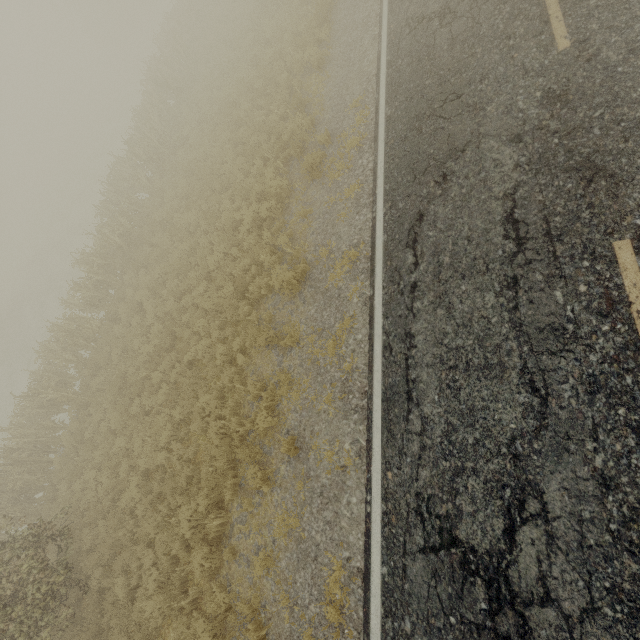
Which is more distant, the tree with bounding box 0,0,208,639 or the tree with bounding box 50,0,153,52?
the tree with bounding box 50,0,153,52

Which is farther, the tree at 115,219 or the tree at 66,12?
the tree at 66,12

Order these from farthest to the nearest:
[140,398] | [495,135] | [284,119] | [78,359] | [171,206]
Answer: [171,206], [78,359], [284,119], [140,398], [495,135]
